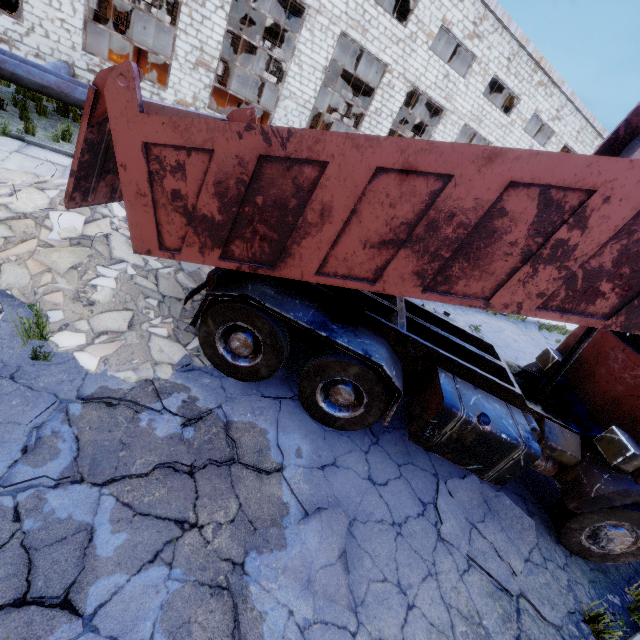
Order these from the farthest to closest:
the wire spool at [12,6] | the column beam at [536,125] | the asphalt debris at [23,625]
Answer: the column beam at [536,125]
the wire spool at [12,6]
the asphalt debris at [23,625]

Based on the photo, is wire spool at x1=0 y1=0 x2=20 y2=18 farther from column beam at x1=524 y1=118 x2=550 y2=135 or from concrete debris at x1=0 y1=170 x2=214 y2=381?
column beam at x1=524 y1=118 x2=550 y2=135

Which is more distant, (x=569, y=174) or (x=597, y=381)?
(x=597, y=381)

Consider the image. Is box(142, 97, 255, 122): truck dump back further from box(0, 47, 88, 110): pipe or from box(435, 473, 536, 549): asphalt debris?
box(435, 473, 536, 549): asphalt debris

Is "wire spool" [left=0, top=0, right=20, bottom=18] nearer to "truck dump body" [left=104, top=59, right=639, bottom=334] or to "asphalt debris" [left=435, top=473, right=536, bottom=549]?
"truck dump body" [left=104, top=59, right=639, bottom=334]

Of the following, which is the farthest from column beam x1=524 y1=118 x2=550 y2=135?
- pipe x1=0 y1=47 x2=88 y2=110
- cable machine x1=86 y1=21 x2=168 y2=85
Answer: cable machine x1=86 y1=21 x2=168 y2=85

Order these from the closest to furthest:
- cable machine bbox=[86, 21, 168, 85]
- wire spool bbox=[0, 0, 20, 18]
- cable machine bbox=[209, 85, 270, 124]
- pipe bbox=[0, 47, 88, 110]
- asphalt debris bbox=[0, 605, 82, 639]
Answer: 1. asphalt debris bbox=[0, 605, 82, 639]
2. pipe bbox=[0, 47, 88, 110]
3. cable machine bbox=[86, 21, 168, 85]
4. wire spool bbox=[0, 0, 20, 18]
5. cable machine bbox=[209, 85, 270, 124]

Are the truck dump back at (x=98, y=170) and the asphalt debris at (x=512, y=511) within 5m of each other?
no
